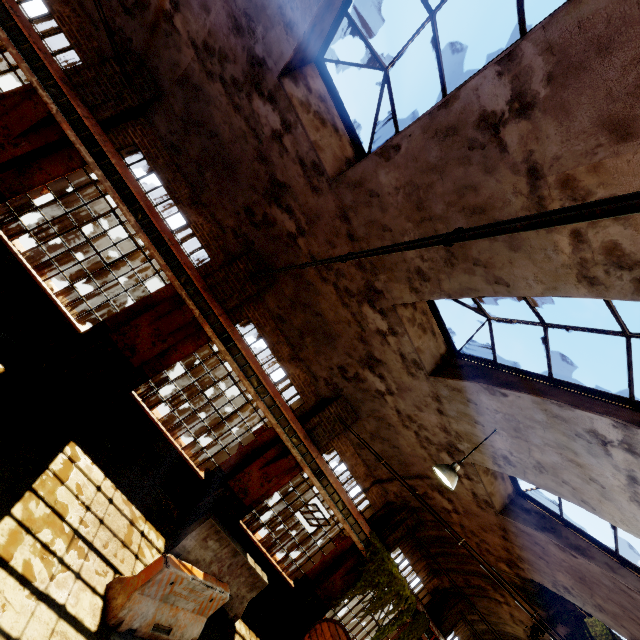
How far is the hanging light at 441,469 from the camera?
6.6 meters

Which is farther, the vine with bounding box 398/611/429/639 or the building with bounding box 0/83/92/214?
the vine with bounding box 398/611/429/639

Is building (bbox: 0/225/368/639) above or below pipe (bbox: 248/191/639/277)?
below

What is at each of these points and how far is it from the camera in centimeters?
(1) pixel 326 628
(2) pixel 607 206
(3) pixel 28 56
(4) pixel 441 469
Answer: (1) cable drum, 945cm
(2) pipe, 88cm
(3) beam, 640cm
(4) hanging light, 668cm

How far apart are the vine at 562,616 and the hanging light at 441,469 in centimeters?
843cm

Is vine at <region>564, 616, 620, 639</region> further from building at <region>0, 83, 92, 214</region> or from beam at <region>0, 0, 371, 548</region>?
beam at <region>0, 0, 371, 548</region>

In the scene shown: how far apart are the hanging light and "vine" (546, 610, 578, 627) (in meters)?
8.43

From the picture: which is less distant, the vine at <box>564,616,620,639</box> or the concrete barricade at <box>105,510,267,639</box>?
the concrete barricade at <box>105,510,267,639</box>
